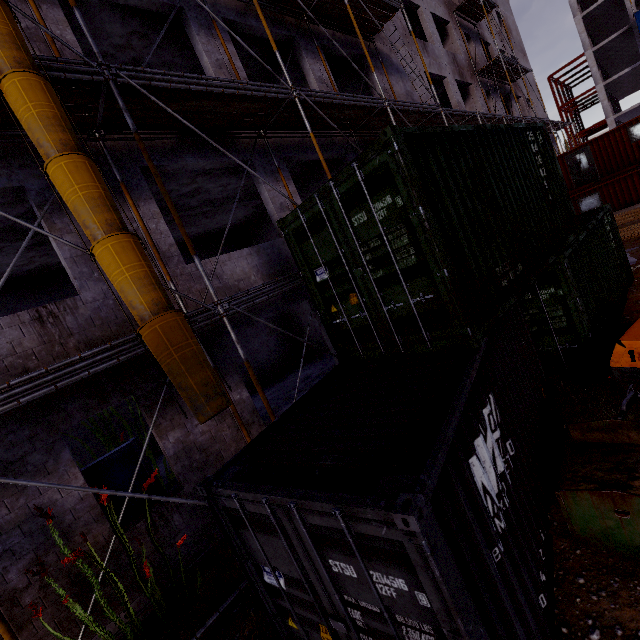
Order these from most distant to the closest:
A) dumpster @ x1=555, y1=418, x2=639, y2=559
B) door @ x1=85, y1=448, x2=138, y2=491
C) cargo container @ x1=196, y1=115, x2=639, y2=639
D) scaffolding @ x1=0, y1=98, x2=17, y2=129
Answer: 1. door @ x1=85, y1=448, x2=138, y2=491
2. scaffolding @ x1=0, y1=98, x2=17, y2=129
3. dumpster @ x1=555, y1=418, x2=639, y2=559
4. cargo container @ x1=196, y1=115, x2=639, y2=639

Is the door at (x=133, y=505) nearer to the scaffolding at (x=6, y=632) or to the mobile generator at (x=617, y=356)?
the scaffolding at (x=6, y=632)

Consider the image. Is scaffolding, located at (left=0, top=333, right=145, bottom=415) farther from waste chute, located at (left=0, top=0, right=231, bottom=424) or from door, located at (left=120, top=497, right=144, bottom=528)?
door, located at (left=120, top=497, right=144, bottom=528)

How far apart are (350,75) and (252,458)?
16.74m

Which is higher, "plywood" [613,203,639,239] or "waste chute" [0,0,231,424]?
"waste chute" [0,0,231,424]

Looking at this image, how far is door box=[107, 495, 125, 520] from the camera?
5.85m

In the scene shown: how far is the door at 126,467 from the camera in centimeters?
577cm
